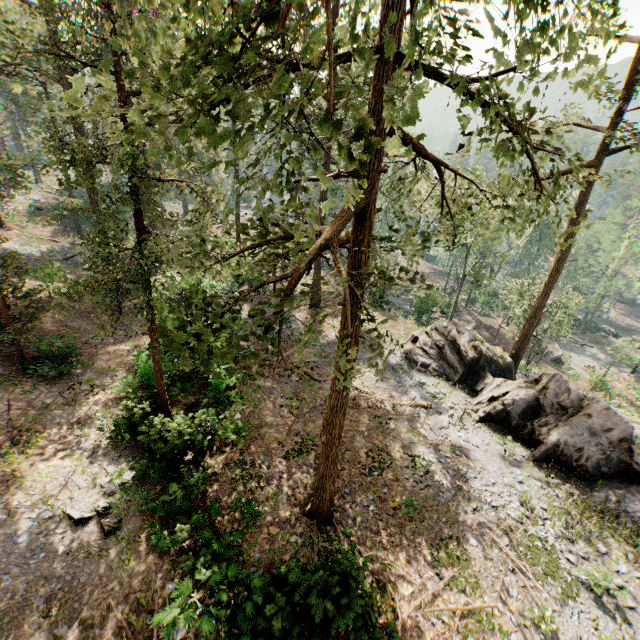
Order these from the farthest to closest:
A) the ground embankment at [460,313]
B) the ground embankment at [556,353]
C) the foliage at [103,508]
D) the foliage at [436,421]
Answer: the ground embankment at [460,313]
the ground embankment at [556,353]
the foliage at [436,421]
the foliage at [103,508]

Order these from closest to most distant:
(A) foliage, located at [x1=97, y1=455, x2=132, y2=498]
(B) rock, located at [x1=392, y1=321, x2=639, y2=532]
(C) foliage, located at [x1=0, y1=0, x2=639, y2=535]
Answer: (C) foliage, located at [x1=0, y1=0, x2=639, y2=535], (A) foliage, located at [x1=97, y1=455, x2=132, y2=498], (B) rock, located at [x1=392, y1=321, x2=639, y2=532]

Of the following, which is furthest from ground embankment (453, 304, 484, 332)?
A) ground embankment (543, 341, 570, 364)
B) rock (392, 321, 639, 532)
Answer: rock (392, 321, 639, 532)

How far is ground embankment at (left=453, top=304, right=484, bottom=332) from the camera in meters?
43.3 m

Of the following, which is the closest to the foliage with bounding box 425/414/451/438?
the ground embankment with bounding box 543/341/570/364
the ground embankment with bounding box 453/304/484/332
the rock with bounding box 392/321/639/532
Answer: the rock with bounding box 392/321/639/532

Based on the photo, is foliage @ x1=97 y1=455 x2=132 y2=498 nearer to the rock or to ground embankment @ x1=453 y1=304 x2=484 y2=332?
the rock

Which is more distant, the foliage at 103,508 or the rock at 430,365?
the rock at 430,365

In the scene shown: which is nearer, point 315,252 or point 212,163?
point 212,163
